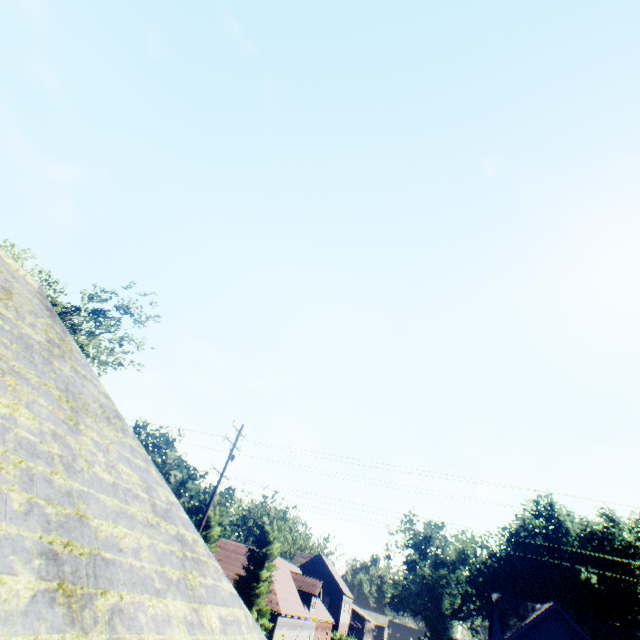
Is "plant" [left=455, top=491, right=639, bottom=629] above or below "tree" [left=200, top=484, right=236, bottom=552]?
above

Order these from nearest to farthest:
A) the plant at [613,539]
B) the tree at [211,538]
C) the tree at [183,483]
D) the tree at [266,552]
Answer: the tree at [266,552] < the tree at [211,538] < the tree at [183,483] < the plant at [613,539]

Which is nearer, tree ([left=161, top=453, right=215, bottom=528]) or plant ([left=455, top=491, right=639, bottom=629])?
tree ([left=161, top=453, right=215, bottom=528])

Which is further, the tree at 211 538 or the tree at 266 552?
the tree at 211 538

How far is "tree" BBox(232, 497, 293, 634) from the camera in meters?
26.5

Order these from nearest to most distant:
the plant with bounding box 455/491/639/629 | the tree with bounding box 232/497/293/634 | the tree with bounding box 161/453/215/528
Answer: the tree with bounding box 232/497/293/634
the tree with bounding box 161/453/215/528
the plant with bounding box 455/491/639/629

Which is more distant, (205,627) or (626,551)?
(626,551)
